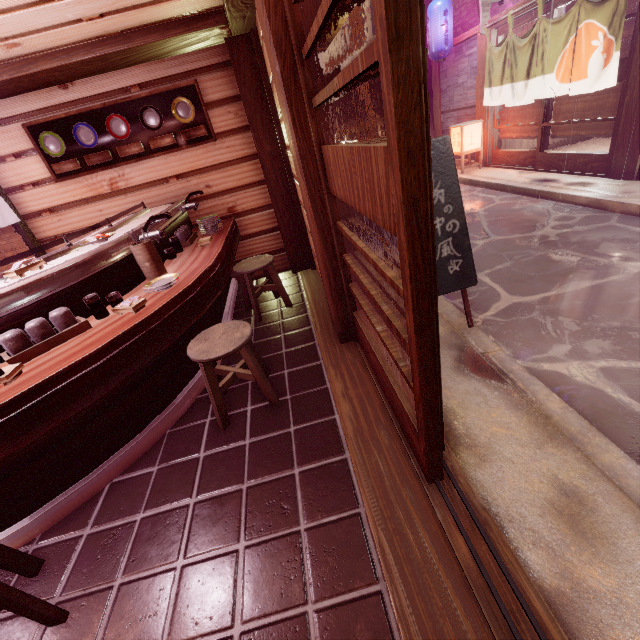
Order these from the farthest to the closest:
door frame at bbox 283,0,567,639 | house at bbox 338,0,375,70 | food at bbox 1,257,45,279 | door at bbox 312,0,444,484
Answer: house at bbox 338,0,375,70 → food at bbox 1,257,45,279 → door frame at bbox 283,0,567,639 → door at bbox 312,0,444,484

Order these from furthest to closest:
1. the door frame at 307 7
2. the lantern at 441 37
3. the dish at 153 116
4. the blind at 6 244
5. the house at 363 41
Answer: the house at 363 41 < the lantern at 441 37 < the blind at 6 244 < the dish at 153 116 < the door frame at 307 7

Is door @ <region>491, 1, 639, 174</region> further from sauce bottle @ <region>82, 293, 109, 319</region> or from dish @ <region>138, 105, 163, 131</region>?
sauce bottle @ <region>82, 293, 109, 319</region>

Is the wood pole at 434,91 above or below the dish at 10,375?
above

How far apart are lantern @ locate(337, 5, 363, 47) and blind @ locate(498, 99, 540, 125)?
9.0m

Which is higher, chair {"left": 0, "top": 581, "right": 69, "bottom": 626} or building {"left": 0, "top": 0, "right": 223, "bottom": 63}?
building {"left": 0, "top": 0, "right": 223, "bottom": 63}

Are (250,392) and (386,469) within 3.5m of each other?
yes

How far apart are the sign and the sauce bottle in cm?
386
